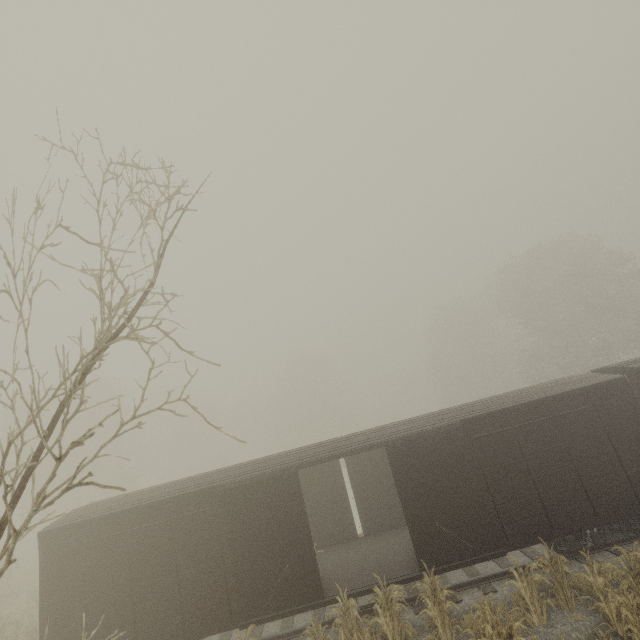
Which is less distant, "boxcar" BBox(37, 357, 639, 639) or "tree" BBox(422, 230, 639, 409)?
"boxcar" BBox(37, 357, 639, 639)

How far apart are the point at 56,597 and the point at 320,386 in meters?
50.2

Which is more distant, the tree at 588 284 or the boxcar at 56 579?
the tree at 588 284
